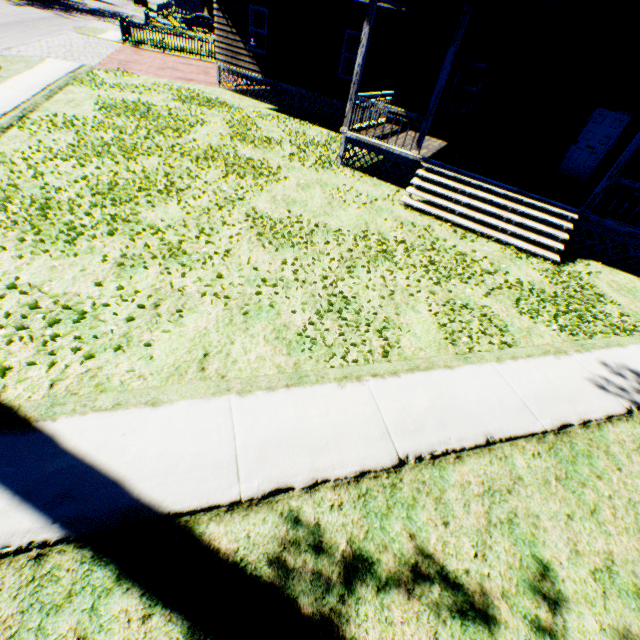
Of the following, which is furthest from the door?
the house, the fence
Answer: the fence

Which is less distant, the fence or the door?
the door

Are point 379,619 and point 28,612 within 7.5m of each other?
yes

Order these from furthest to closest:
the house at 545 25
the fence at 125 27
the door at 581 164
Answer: the fence at 125 27
the door at 581 164
the house at 545 25

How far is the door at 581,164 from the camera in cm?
1108

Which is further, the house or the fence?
the fence

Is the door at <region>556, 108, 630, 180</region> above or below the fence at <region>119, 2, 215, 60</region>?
above

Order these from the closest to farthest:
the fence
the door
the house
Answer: the house → the door → the fence
